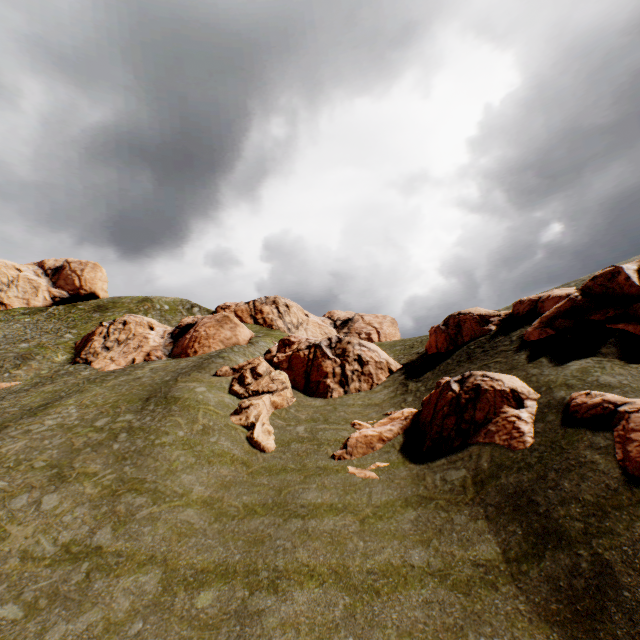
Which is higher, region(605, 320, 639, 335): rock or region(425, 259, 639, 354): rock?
region(425, 259, 639, 354): rock

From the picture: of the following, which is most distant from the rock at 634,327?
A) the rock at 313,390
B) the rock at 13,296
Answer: the rock at 13,296

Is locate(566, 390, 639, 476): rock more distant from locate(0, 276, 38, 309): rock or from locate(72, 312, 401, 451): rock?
locate(0, 276, 38, 309): rock

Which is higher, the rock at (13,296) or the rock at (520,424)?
the rock at (13,296)

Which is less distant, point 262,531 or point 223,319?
point 262,531

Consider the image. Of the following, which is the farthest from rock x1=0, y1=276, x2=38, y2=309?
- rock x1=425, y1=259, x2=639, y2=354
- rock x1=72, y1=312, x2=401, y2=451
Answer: rock x1=72, y1=312, x2=401, y2=451

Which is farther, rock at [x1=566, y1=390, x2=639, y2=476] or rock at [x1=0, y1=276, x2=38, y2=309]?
rock at [x1=0, y1=276, x2=38, y2=309]

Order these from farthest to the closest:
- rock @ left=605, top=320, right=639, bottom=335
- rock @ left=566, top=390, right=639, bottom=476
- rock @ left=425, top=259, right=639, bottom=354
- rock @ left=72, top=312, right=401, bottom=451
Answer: rock @ left=72, top=312, right=401, bottom=451 < rock @ left=425, top=259, right=639, bottom=354 < rock @ left=605, top=320, right=639, bottom=335 < rock @ left=566, top=390, right=639, bottom=476
